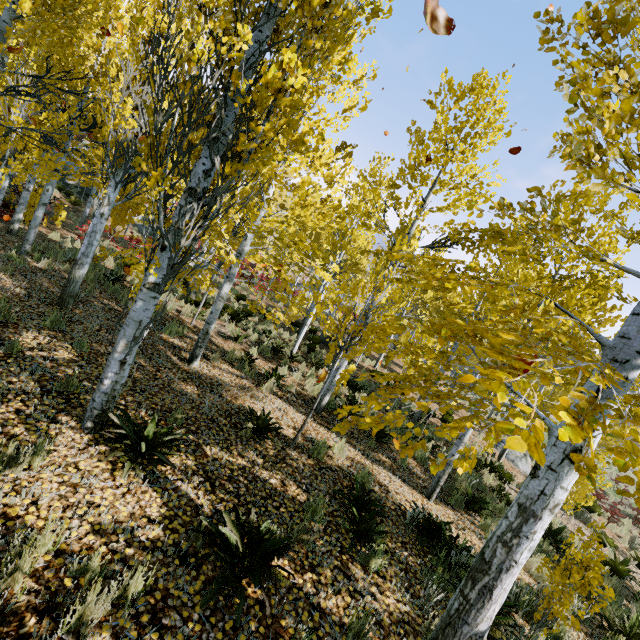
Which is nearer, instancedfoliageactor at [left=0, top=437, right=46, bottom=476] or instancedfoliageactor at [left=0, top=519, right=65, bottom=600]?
instancedfoliageactor at [left=0, top=519, right=65, bottom=600]

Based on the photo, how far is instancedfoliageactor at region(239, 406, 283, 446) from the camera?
5.64m

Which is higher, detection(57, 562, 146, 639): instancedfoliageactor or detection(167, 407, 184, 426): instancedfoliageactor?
detection(57, 562, 146, 639): instancedfoliageactor

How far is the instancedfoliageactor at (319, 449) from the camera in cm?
614

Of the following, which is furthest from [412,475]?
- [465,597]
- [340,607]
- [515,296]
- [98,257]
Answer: [98,257]

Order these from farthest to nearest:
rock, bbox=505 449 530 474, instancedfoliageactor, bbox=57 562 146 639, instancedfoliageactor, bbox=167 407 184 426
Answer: rock, bbox=505 449 530 474
instancedfoliageactor, bbox=167 407 184 426
instancedfoliageactor, bbox=57 562 146 639

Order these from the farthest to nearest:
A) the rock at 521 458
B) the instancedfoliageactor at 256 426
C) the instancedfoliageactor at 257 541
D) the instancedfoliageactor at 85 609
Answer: the rock at 521 458, the instancedfoliageactor at 256 426, the instancedfoliageactor at 257 541, the instancedfoliageactor at 85 609
